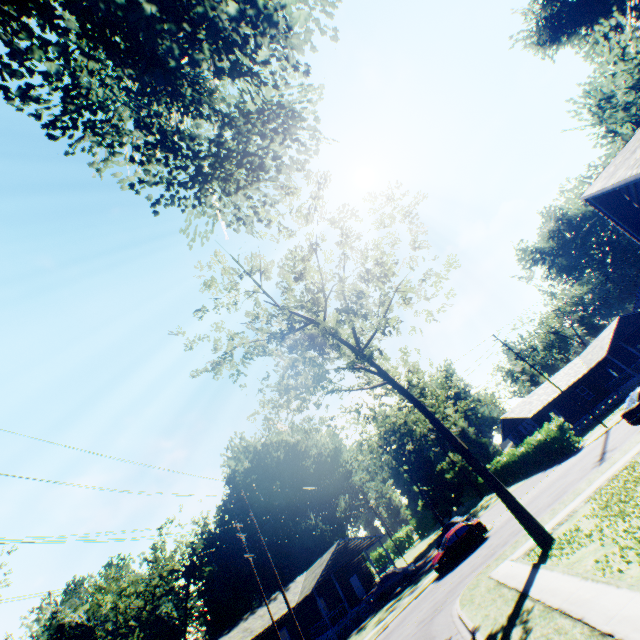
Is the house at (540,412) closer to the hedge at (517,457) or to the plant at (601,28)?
the hedge at (517,457)

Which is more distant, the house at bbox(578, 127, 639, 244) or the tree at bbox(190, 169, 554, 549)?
the tree at bbox(190, 169, 554, 549)

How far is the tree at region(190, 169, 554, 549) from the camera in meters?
15.3 m

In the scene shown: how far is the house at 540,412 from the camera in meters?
38.9 m

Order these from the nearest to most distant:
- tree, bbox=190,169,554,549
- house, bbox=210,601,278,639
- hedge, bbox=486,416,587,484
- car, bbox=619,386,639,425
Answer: tree, bbox=190,169,554,549
car, bbox=619,386,639,425
hedge, bbox=486,416,587,484
house, bbox=210,601,278,639

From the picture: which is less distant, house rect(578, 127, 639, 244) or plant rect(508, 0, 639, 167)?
house rect(578, 127, 639, 244)

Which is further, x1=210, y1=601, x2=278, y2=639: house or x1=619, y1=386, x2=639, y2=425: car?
x1=210, y1=601, x2=278, y2=639: house

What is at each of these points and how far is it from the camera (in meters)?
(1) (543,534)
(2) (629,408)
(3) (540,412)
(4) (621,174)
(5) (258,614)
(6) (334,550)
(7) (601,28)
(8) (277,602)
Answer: (1) tree, 13.30
(2) car, 19.06
(3) house, 39.91
(4) house, 5.65
(5) house, 34.72
(6) house, 34.94
(7) plant, 15.94
(8) house, 35.75
